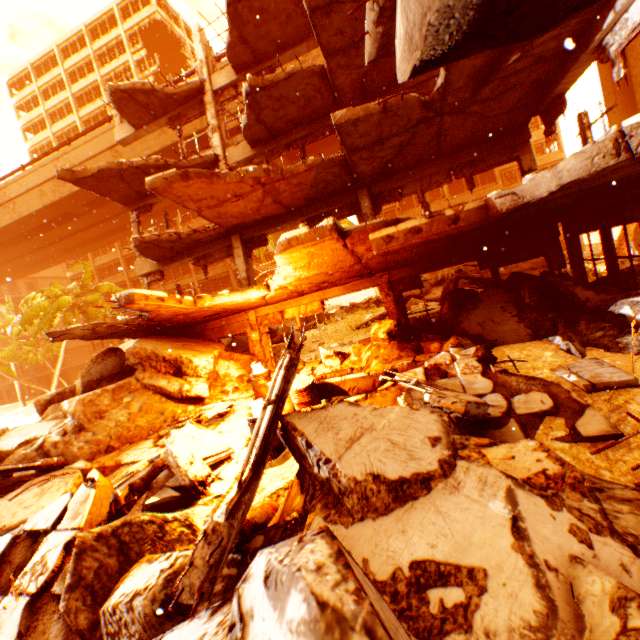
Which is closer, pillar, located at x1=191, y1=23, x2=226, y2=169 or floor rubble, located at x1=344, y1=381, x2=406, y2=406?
floor rubble, located at x1=344, y1=381, x2=406, y2=406

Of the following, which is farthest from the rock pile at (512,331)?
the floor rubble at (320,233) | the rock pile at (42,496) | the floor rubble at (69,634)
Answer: the floor rubble at (320,233)

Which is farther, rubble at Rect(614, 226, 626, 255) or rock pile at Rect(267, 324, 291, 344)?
rock pile at Rect(267, 324, 291, 344)

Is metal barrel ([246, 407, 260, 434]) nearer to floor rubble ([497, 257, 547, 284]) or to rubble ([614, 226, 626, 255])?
floor rubble ([497, 257, 547, 284])

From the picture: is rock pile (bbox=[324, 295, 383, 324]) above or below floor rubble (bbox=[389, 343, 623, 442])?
above

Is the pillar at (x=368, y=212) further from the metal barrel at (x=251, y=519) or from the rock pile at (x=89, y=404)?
the metal barrel at (x=251, y=519)

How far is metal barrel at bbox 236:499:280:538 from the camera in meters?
3.3

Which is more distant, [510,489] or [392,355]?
[392,355]
